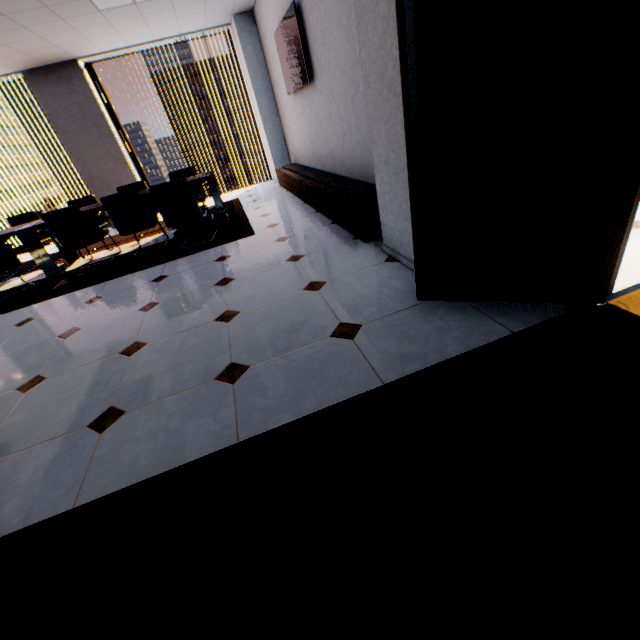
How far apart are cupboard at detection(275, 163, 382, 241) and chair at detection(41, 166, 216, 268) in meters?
2.3 m

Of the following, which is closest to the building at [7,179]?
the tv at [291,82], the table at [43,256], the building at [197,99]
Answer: the building at [197,99]

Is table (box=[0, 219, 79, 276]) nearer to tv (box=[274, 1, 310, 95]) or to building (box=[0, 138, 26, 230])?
tv (box=[274, 1, 310, 95])

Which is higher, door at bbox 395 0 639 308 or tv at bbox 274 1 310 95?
tv at bbox 274 1 310 95

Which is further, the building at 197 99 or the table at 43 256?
the building at 197 99

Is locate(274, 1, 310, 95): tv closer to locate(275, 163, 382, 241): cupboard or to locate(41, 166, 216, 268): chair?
locate(275, 163, 382, 241): cupboard

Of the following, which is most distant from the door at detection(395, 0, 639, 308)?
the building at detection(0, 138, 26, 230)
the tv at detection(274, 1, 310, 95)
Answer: the building at detection(0, 138, 26, 230)

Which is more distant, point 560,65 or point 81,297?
point 81,297
